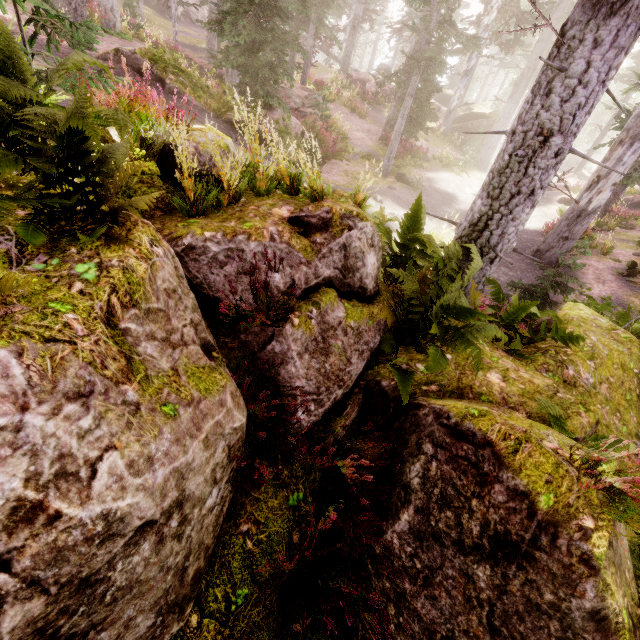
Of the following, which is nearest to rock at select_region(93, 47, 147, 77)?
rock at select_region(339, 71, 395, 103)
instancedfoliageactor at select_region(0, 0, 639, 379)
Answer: instancedfoliageactor at select_region(0, 0, 639, 379)

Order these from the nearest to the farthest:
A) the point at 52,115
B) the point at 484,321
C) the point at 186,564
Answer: the point at 52,115
the point at 186,564
the point at 484,321

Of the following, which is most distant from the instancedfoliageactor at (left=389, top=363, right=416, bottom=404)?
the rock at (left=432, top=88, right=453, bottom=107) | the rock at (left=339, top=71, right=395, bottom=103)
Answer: the rock at (left=339, top=71, right=395, bottom=103)

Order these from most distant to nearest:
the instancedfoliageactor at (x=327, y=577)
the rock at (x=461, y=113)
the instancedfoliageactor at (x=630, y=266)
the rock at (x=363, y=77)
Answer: the rock at (x=461, y=113) → the rock at (x=363, y=77) → the instancedfoliageactor at (x=630, y=266) → the instancedfoliageactor at (x=327, y=577)

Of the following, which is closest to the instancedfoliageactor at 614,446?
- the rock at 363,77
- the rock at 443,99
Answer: the rock at 443,99

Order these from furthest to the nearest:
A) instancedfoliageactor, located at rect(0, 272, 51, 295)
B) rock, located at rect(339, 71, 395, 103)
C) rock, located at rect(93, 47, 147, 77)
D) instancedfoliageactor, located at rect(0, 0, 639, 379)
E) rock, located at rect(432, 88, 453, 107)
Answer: rock, located at rect(432, 88, 453, 107) → rock, located at rect(339, 71, 395, 103) → rock, located at rect(93, 47, 147, 77) → instancedfoliageactor, located at rect(0, 0, 639, 379) → instancedfoliageactor, located at rect(0, 272, 51, 295)

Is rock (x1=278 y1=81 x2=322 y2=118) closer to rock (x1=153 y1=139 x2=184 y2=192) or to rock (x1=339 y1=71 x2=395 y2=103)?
rock (x1=339 y1=71 x2=395 y2=103)

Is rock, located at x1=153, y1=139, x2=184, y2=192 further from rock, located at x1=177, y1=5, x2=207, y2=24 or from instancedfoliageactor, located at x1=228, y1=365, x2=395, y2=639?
rock, located at x1=177, y1=5, x2=207, y2=24
